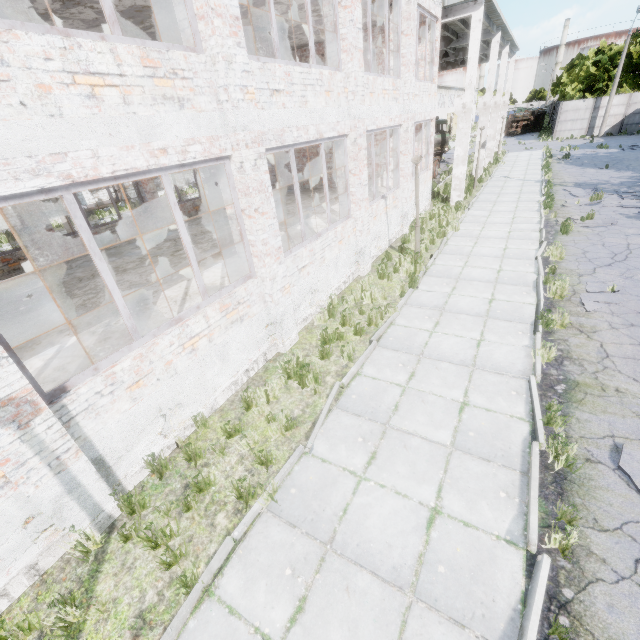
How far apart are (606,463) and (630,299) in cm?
536

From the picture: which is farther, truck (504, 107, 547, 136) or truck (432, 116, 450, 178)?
truck (504, 107, 547, 136)

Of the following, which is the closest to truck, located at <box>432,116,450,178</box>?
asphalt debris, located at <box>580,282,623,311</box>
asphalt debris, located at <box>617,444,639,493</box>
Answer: asphalt debris, located at <box>580,282,623,311</box>

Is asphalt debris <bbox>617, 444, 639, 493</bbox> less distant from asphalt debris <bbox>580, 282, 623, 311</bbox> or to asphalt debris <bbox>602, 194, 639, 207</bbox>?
asphalt debris <bbox>580, 282, 623, 311</bbox>

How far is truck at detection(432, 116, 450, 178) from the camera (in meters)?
24.09

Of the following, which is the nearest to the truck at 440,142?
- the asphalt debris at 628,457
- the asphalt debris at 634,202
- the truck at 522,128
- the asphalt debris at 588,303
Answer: the asphalt debris at 634,202

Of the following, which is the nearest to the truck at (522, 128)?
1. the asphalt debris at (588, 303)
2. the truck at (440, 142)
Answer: the truck at (440, 142)

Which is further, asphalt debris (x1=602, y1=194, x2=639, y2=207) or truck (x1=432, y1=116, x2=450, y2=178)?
truck (x1=432, y1=116, x2=450, y2=178)
